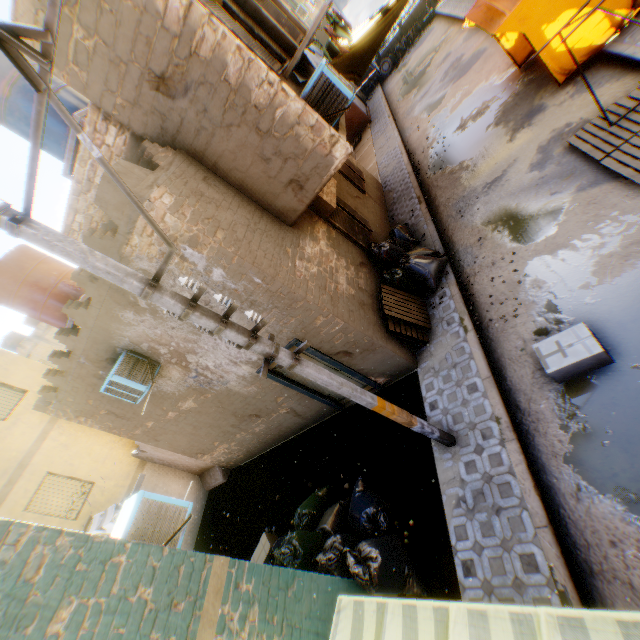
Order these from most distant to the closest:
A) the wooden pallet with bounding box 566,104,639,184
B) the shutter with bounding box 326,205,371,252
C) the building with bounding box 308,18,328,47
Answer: the building with bounding box 308,18,328,47, the shutter with bounding box 326,205,371,252, the wooden pallet with bounding box 566,104,639,184

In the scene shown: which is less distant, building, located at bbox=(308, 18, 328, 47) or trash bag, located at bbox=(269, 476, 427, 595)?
trash bag, located at bbox=(269, 476, 427, 595)

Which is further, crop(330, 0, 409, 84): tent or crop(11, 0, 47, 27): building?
crop(330, 0, 409, 84): tent

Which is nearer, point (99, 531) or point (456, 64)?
point (99, 531)

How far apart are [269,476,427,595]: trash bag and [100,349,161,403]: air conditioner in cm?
196

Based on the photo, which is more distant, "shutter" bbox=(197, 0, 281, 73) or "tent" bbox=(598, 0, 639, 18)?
"tent" bbox=(598, 0, 639, 18)

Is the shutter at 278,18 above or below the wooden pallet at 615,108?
above

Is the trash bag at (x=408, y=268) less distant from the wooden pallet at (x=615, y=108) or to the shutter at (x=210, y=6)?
the wooden pallet at (x=615, y=108)
